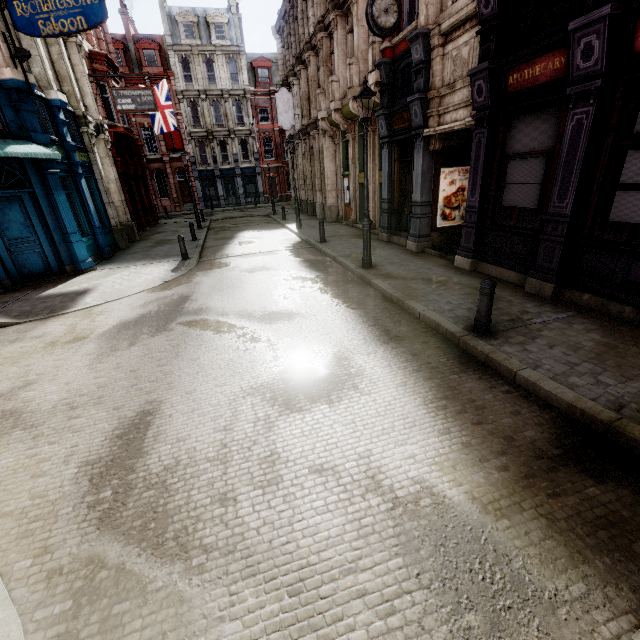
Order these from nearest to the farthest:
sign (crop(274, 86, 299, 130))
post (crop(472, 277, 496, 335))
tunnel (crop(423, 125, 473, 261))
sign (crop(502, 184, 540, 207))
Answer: post (crop(472, 277, 496, 335)) < sign (crop(502, 184, 540, 207)) < tunnel (crop(423, 125, 473, 261)) < sign (crop(274, 86, 299, 130))

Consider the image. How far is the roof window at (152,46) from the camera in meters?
33.8

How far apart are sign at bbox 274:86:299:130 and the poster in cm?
1555

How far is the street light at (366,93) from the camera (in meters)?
8.05

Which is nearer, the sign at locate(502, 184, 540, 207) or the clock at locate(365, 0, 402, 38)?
the sign at locate(502, 184, 540, 207)

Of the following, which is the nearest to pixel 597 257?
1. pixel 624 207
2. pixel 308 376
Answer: pixel 624 207

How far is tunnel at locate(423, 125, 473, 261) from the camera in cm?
1009

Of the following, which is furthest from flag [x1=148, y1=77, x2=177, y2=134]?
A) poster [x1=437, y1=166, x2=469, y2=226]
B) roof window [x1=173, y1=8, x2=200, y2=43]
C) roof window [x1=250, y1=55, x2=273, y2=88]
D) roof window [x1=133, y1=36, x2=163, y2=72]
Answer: poster [x1=437, y1=166, x2=469, y2=226]
